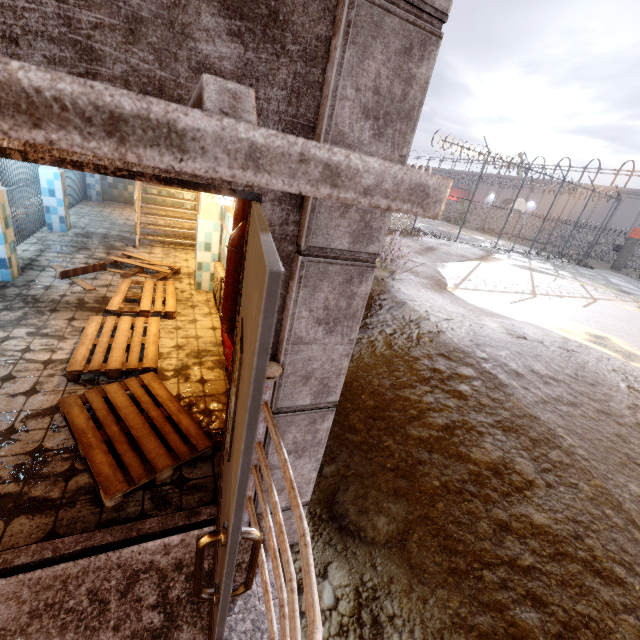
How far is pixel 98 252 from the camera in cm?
654

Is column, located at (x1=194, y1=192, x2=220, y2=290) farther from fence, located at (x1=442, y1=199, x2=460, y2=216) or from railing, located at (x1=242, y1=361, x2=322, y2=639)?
fence, located at (x1=442, y1=199, x2=460, y2=216)

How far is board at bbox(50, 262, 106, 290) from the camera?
4.99m

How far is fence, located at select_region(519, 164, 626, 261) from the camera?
25.47m

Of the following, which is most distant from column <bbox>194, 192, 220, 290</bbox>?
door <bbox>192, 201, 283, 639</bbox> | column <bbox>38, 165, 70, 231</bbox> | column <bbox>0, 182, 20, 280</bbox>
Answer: door <bbox>192, 201, 283, 639</bbox>

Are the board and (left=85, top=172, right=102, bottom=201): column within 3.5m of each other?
no

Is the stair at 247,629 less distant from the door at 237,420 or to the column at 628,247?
the door at 237,420

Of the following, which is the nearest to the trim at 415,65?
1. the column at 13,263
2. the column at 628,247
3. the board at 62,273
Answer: the board at 62,273
